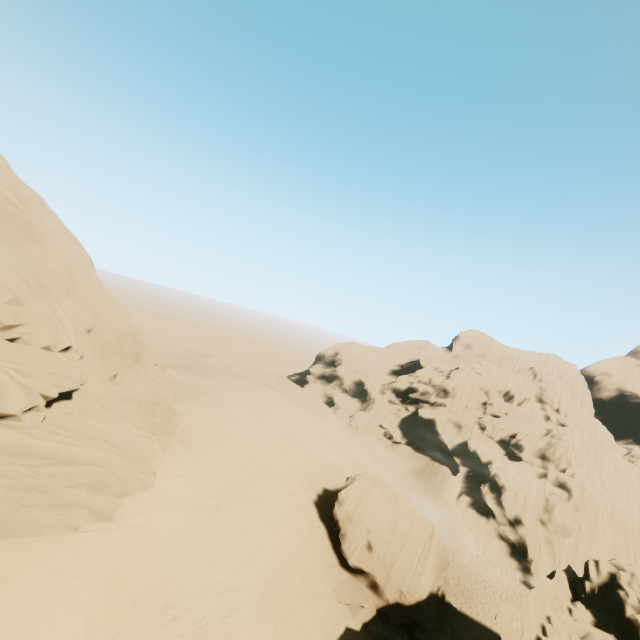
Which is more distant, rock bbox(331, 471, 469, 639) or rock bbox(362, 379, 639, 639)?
rock bbox(331, 471, 469, 639)

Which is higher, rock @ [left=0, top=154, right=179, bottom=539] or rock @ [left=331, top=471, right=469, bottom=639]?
rock @ [left=0, top=154, right=179, bottom=539]

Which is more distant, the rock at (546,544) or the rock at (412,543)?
the rock at (412,543)

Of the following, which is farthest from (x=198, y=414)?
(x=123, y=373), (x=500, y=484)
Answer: (x=500, y=484)
